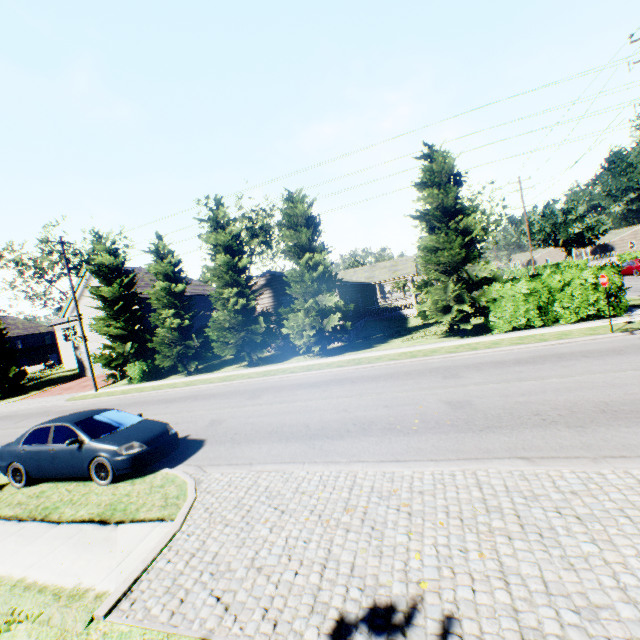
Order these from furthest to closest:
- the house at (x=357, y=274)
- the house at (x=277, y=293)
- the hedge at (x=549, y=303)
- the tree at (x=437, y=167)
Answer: the house at (x=357, y=274) → the house at (x=277, y=293) → the tree at (x=437, y=167) → the hedge at (x=549, y=303)

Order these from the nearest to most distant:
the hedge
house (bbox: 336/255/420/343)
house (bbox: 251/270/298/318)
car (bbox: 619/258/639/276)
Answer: the hedge → house (bbox: 251/270/298/318) → house (bbox: 336/255/420/343) → car (bbox: 619/258/639/276)

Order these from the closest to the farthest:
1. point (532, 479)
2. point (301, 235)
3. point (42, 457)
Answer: point (532, 479)
point (42, 457)
point (301, 235)

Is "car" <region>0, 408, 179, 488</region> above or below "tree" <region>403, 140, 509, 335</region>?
below

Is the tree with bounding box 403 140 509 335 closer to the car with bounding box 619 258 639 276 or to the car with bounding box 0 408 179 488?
the car with bounding box 0 408 179 488

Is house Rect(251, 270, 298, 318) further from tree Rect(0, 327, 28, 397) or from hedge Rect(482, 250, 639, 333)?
hedge Rect(482, 250, 639, 333)

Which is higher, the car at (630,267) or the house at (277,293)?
the house at (277,293)

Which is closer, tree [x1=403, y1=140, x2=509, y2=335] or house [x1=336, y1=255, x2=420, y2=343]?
tree [x1=403, y1=140, x2=509, y2=335]
